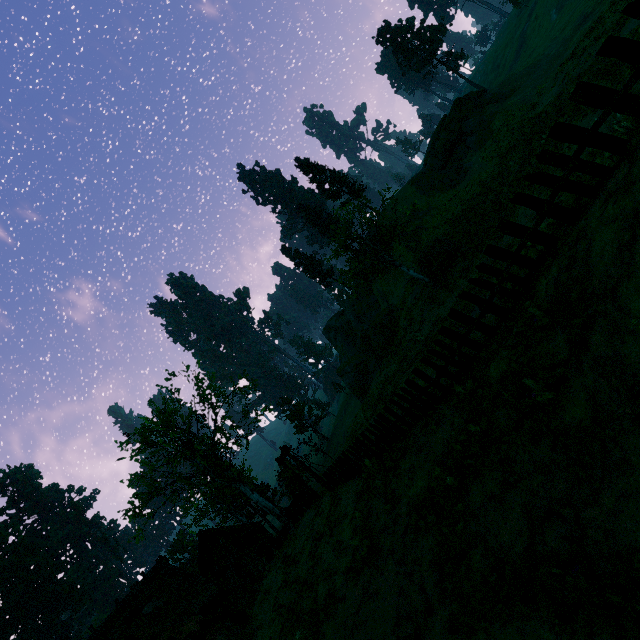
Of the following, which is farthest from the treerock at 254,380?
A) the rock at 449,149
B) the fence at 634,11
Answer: the rock at 449,149

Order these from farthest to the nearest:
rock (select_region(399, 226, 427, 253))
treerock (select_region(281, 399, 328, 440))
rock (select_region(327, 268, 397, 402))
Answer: treerock (select_region(281, 399, 328, 440)), rock (select_region(327, 268, 397, 402)), rock (select_region(399, 226, 427, 253))

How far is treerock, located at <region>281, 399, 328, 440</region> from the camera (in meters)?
55.29

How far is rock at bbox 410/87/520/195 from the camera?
33.1m

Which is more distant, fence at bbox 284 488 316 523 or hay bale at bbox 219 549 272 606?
hay bale at bbox 219 549 272 606

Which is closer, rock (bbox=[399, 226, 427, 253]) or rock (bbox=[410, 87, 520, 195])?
rock (bbox=[410, 87, 520, 195])

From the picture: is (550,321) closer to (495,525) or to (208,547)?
(495,525)

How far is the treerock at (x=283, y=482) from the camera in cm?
2708
